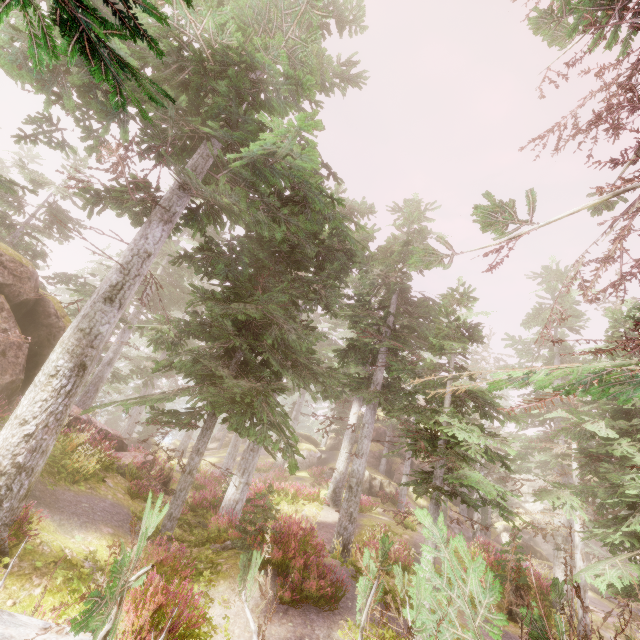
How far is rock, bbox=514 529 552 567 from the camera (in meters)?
30.21

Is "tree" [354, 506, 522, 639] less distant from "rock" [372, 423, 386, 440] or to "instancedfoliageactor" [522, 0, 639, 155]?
"instancedfoliageactor" [522, 0, 639, 155]

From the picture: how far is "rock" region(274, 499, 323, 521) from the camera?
17.86m

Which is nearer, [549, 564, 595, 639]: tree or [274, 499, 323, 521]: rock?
[549, 564, 595, 639]: tree

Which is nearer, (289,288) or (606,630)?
(289,288)

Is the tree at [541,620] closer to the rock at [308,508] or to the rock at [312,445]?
the rock at [308,508]

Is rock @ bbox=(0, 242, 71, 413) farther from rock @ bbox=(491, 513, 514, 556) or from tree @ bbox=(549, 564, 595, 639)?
rock @ bbox=(491, 513, 514, 556)

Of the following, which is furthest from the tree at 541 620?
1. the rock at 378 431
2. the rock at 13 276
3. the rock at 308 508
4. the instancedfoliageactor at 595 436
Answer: the rock at 378 431
